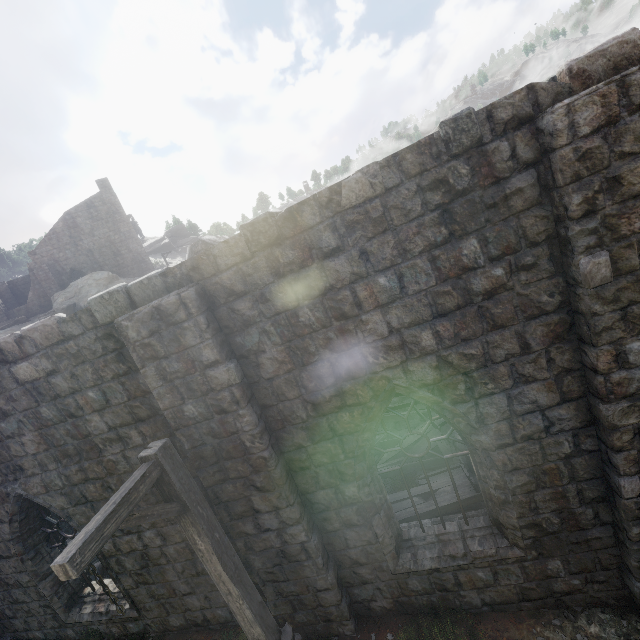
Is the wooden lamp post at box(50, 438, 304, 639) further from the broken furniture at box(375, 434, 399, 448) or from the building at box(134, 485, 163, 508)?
the broken furniture at box(375, 434, 399, 448)

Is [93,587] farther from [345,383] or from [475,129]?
[475,129]

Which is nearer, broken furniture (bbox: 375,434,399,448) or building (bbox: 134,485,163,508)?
building (bbox: 134,485,163,508)

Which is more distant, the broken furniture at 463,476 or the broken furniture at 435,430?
the broken furniture at 435,430

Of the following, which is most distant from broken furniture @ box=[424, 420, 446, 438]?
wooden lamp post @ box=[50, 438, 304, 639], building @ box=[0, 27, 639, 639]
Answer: wooden lamp post @ box=[50, 438, 304, 639]

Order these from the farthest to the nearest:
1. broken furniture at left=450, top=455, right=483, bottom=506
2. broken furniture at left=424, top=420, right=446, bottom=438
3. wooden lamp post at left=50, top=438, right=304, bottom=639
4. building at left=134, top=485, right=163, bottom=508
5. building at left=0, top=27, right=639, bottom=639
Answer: broken furniture at left=424, top=420, right=446, bottom=438, broken furniture at left=450, top=455, right=483, bottom=506, building at left=134, top=485, right=163, bottom=508, building at left=0, top=27, right=639, bottom=639, wooden lamp post at left=50, top=438, right=304, bottom=639

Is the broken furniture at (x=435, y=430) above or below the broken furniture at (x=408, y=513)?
above
